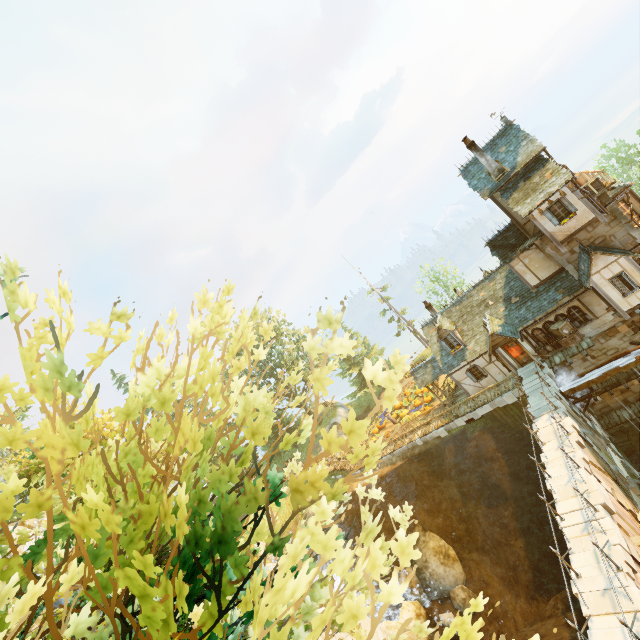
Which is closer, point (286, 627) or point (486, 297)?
point (286, 627)

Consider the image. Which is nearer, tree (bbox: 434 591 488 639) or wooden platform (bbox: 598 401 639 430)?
tree (bbox: 434 591 488 639)

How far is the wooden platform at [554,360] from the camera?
20.6m

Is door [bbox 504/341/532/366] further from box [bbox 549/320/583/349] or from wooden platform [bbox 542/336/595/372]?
box [bbox 549/320/583/349]

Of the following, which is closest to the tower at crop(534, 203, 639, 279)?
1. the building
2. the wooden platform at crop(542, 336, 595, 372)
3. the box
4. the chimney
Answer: the building

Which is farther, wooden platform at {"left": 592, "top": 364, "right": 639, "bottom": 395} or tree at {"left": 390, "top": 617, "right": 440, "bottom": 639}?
wooden platform at {"left": 592, "top": 364, "right": 639, "bottom": 395}

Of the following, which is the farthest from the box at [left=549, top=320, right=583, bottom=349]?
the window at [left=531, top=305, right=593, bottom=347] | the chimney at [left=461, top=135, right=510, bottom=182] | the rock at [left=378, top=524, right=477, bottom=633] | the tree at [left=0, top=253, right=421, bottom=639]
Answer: the tree at [left=0, top=253, right=421, bottom=639]

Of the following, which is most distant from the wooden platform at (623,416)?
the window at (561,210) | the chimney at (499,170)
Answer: the chimney at (499,170)
